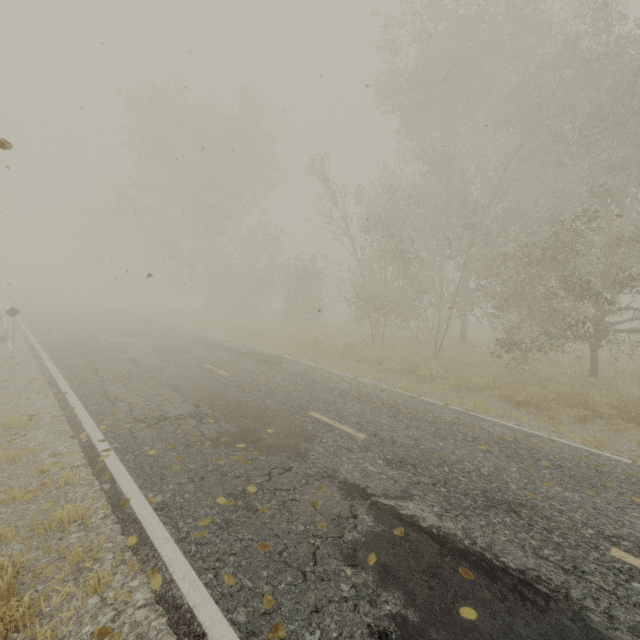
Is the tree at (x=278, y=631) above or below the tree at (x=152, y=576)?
above

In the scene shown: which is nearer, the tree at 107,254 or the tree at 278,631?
the tree at 278,631

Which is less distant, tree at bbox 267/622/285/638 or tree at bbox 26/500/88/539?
tree at bbox 267/622/285/638

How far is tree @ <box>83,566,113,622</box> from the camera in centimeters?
294cm

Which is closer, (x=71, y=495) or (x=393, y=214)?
(x=71, y=495)

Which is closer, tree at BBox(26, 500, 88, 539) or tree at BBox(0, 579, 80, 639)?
tree at BBox(0, 579, 80, 639)

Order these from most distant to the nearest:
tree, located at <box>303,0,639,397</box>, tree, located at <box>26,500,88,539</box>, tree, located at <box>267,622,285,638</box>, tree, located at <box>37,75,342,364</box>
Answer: tree, located at <box>37,75,342,364</box> < tree, located at <box>303,0,639,397</box> < tree, located at <box>26,500,88,539</box> < tree, located at <box>267,622,285,638</box>

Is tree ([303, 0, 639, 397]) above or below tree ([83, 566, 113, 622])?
above
